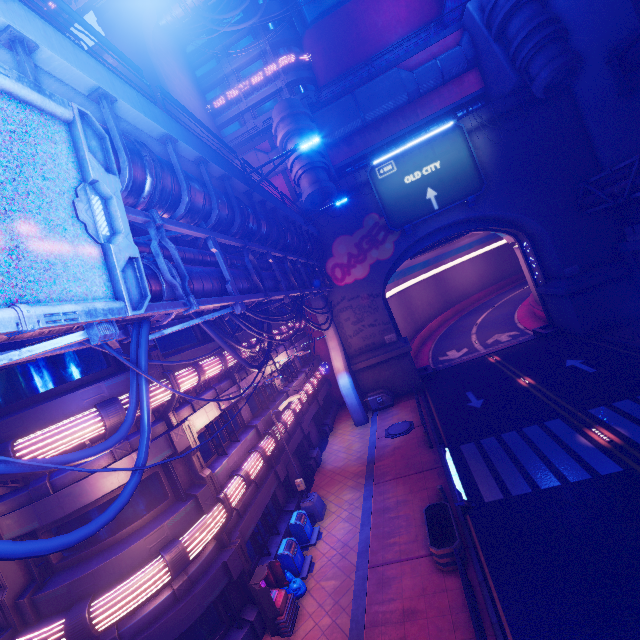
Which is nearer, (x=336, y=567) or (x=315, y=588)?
(x=315, y=588)

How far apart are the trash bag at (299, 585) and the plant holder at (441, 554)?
4.9m

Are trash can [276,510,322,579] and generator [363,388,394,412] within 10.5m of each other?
no

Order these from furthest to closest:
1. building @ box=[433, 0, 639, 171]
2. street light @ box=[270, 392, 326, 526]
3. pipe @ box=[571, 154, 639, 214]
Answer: building @ box=[433, 0, 639, 171]
pipe @ box=[571, 154, 639, 214]
street light @ box=[270, 392, 326, 526]

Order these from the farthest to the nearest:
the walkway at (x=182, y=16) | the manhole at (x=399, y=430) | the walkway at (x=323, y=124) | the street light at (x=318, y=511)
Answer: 1. the walkway at (x=182, y=16)
2. the walkway at (x=323, y=124)
3. the manhole at (x=399, y=430)
4. the street light at (x=318, y=511)

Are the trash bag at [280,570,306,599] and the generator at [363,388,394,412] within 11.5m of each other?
no

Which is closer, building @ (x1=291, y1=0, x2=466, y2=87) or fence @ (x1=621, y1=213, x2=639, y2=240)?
fence @ (x1=621, y1=213, x2=639, y2=240)

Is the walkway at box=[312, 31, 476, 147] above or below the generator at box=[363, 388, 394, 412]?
above
